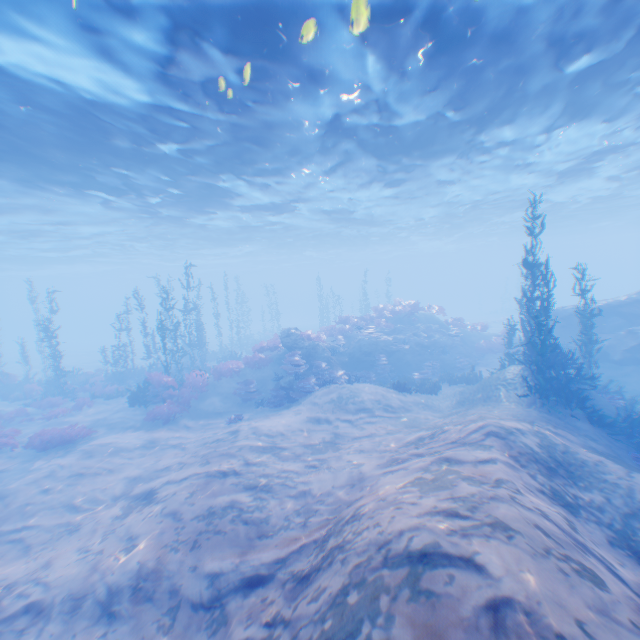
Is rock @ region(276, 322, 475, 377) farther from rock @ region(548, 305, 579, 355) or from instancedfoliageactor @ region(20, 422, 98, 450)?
instancedfoliageactor @ region(20, 422, 98, 450)

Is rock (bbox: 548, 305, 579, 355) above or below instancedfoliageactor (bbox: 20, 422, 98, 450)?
above

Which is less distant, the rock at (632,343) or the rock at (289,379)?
the rock at (289,379)

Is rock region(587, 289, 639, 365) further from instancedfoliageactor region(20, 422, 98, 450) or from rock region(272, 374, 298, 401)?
rock region(272, 374, 298, 401)

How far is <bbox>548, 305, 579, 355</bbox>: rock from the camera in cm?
1962

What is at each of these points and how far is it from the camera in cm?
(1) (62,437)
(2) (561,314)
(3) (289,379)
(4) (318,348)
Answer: (1) instancedfoliageactor, 1409
(2) rock, 2044
(3) rock, 1647
(4) rock, 1906

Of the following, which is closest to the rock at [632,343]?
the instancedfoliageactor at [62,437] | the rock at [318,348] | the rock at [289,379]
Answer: the rock at [318,348]
